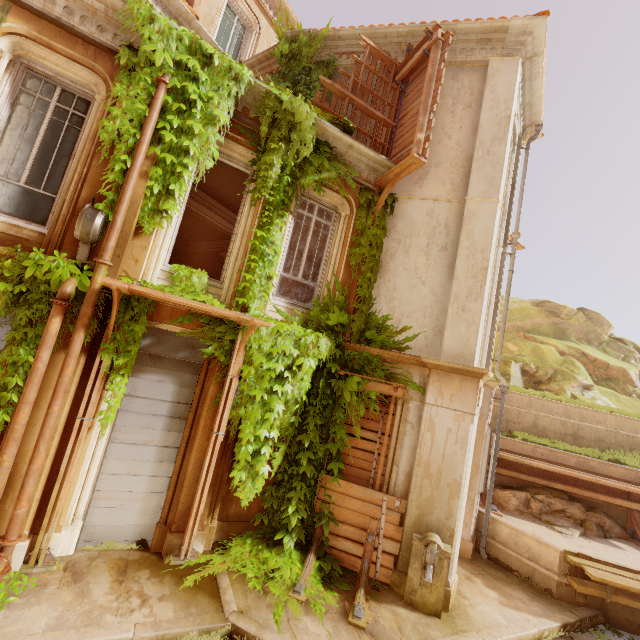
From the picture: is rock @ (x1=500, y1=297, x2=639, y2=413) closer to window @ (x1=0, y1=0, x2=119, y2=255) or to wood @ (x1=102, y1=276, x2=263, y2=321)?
wood @ (x1=102, y1=276, x2=263, y2=321)

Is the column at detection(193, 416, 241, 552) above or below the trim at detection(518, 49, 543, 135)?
below

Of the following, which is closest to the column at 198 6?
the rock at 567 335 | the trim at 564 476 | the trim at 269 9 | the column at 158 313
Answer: the trim at 269 9

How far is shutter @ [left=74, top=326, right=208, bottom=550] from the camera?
5.6 meters

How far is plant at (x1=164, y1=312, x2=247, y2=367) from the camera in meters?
6.0

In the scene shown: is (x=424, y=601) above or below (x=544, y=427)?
below

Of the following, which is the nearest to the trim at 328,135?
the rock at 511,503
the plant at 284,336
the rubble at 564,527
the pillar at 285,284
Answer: the plant at 284,336

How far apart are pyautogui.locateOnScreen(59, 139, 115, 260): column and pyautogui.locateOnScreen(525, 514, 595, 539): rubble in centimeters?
1165cm
